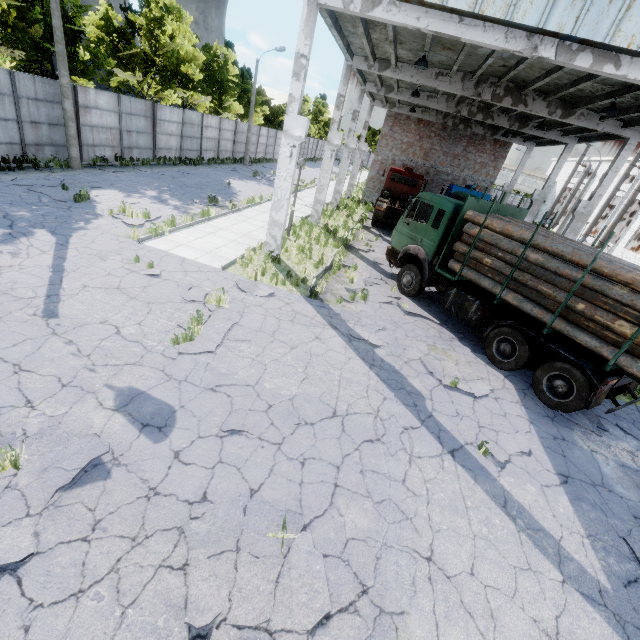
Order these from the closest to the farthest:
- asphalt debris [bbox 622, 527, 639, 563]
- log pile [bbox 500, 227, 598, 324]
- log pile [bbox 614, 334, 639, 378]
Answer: asphalt debris [bbox 622, 527, 639, 563]
log pile [bbox 614, 334, 639, 378]
log pile [bbox 500, 227, 598, 324]

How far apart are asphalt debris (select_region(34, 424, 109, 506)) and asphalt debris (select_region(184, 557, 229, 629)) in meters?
1.4

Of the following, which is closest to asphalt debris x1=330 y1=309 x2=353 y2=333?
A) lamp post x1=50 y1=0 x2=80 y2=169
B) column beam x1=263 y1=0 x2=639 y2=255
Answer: column beam x1=263 y1=0 x2=639 y2=255

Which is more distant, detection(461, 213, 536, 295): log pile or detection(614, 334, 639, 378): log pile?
detection(461, 213, 536, 295): log pile

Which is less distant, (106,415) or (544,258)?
(106,415)

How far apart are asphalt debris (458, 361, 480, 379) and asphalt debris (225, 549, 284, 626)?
5.0 meters

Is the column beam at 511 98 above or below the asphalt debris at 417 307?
above

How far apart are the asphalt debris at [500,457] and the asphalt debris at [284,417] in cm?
357
